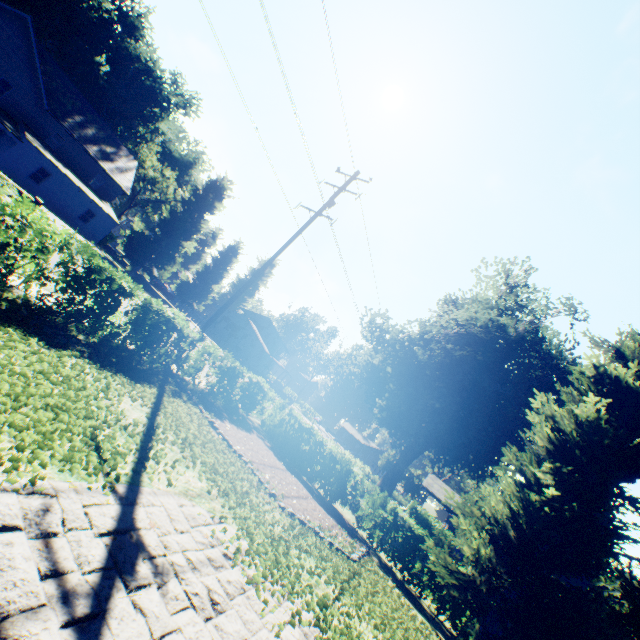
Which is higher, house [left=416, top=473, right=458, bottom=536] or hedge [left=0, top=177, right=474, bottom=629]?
house [left=416, top=473, right=458, bottom=536]

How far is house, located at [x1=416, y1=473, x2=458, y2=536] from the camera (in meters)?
40.25

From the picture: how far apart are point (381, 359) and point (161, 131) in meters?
46.5

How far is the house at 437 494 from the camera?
40.2m

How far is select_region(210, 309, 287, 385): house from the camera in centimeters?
5375cm

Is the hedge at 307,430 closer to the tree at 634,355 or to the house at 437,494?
the tree at 634,355

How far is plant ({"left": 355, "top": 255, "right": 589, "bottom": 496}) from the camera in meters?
24.6 m

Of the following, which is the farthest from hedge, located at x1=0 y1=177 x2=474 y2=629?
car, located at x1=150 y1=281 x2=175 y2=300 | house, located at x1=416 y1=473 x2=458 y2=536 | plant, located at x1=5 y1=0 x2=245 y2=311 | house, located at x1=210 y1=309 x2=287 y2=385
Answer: house, located at x1=210 y1=309 x2=287 y2=385
